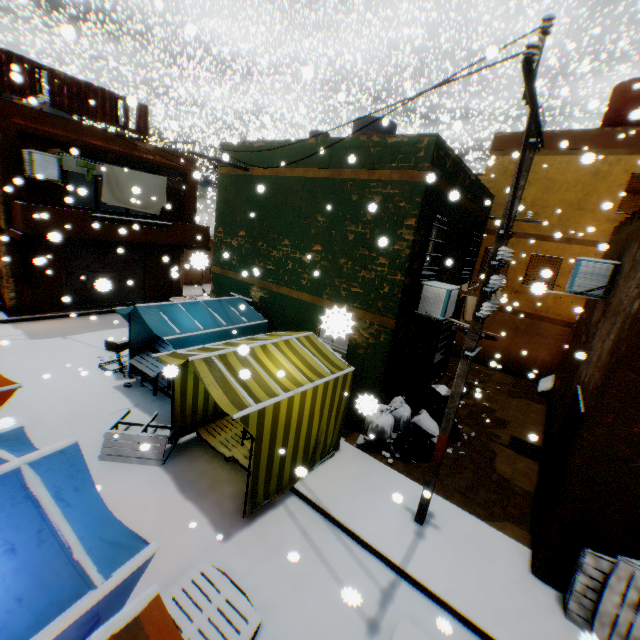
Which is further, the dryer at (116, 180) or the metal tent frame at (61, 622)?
the dryer at (116, 180)

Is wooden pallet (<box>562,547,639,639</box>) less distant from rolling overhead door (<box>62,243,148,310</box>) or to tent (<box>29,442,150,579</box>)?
tent (<box>29,442,150,579</box>)

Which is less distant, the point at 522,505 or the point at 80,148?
the point at 522,505

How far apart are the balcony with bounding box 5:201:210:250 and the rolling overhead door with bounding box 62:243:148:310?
0.02m

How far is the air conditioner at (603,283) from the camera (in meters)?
7.05

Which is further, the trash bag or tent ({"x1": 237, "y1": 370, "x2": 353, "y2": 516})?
the trash bag

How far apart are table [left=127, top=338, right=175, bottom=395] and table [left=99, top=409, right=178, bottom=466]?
1.1m

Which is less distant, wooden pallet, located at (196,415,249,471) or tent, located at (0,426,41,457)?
tent, located at (0,426,41,457)
